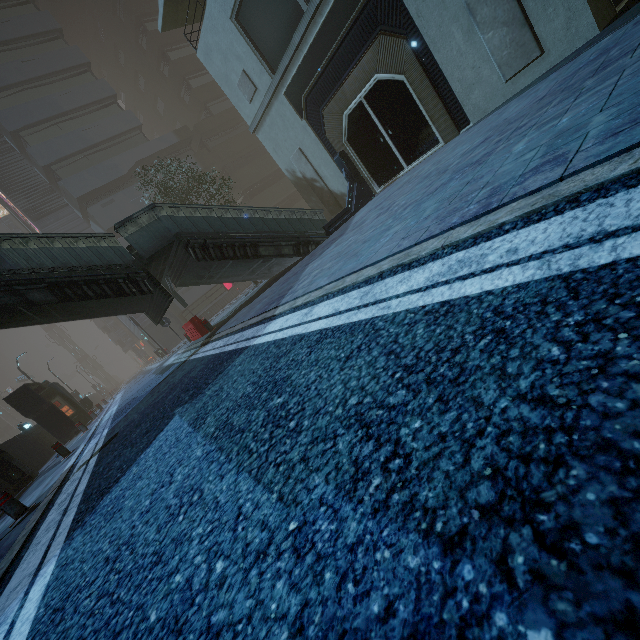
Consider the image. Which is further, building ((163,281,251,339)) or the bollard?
building ((163,281,251,339))

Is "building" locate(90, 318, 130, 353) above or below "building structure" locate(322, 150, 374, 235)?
above

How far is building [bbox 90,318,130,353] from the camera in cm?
5044

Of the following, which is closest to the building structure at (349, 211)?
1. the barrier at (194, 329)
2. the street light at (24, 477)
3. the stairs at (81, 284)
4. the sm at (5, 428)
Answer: the stairs at (81, 284)

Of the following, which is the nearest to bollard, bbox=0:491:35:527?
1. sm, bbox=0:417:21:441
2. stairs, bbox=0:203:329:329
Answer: stairs, bbox=0:203:329:329

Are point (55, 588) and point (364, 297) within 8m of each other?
yes

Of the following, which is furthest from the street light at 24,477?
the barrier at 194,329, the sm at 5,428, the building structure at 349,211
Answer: the building structure at 349,211

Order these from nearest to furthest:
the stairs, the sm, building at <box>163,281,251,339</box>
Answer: the stairs, building at <box>163,281,251,339</box>, the sm
